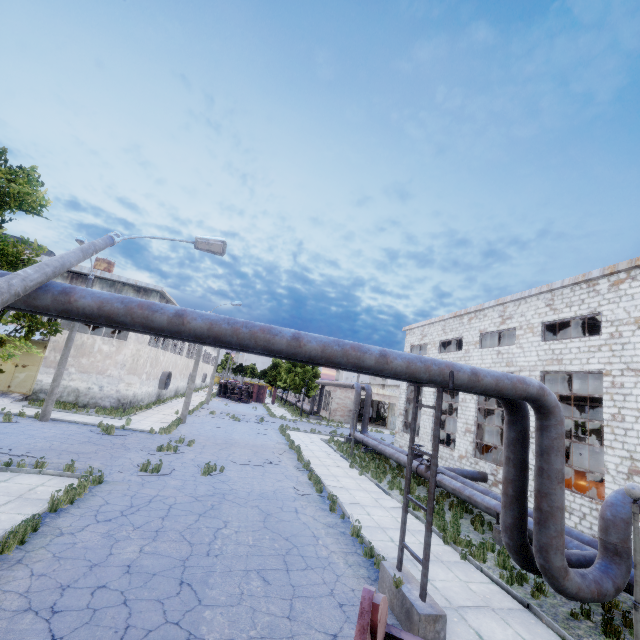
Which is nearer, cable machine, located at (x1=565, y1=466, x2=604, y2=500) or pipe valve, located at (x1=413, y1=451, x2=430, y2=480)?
cable machine, located at (x1=565, y1=466, x2=604, y2=500)

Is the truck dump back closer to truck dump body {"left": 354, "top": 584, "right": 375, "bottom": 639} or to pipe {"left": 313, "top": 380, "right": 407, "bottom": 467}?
truck dump body {"left": 354, "top": 584, "right": 375, "bottom": 639}

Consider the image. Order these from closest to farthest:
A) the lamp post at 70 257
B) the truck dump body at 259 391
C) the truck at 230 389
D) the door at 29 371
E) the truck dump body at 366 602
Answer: the truck dump body at 366 602 < the lamp post at 70 257 < the door at 29 371 < the truck at 230 389 < the truck dump body at 259 391

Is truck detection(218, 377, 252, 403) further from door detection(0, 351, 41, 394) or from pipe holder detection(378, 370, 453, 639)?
pipe holder detection(378, 370, 453, 639)

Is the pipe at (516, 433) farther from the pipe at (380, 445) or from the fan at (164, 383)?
the fan at (164, 383)

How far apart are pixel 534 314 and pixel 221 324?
17.3m

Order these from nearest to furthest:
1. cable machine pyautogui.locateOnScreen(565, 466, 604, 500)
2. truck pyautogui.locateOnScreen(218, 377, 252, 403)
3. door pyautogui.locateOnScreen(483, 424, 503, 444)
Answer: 1. cable machine pyautogui.locateOnScreen(565, 466, 604, 500)
2. door pyautogui.locateOnScreen(483, 424, 503, 444)
3. truck pyautogui.locateOnScreen(218, 377, 252, 403)

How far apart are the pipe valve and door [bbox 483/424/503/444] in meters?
18.5
